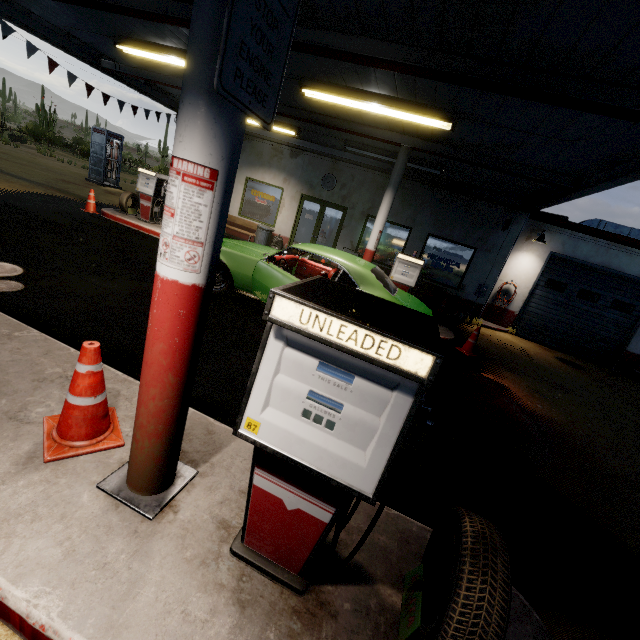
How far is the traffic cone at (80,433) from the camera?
2.0 meters

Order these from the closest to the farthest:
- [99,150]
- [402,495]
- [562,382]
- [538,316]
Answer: [402,495] < [562,382] < [538,316] < [99,150]

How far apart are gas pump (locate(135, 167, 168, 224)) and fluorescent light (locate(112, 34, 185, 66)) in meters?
2.8

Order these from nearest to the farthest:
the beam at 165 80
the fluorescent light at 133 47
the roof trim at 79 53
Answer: the fluorescent light at 133 47 < the roof trim at 79 53 < the beam at 165 80

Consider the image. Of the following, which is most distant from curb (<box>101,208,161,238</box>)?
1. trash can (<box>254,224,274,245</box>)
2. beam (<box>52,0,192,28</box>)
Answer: beam (<box>52,0,192,28</box>)

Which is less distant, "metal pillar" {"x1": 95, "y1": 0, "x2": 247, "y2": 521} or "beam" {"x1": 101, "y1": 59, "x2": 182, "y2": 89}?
"metal pillar" {"x1": 95, "y1": 0, "x2": 247, "y2": 521}

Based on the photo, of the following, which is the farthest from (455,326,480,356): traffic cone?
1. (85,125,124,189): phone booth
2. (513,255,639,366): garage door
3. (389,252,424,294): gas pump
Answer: (85,125,124,189): phone booth

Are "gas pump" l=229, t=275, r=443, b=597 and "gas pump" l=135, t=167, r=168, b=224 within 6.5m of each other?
no
